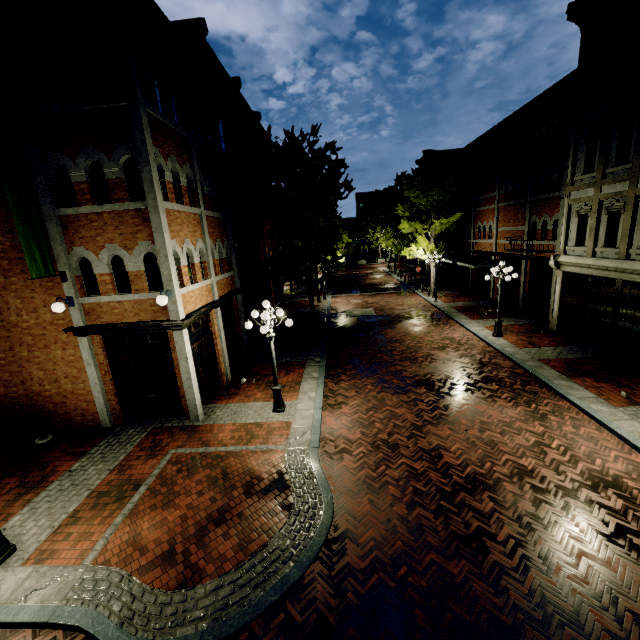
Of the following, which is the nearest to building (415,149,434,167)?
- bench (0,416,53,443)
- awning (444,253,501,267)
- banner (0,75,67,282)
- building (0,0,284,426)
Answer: awning (444,253,501,267)

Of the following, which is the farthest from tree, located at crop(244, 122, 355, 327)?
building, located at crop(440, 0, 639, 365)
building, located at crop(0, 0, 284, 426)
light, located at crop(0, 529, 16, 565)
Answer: light, located at crop(0, 529, 16, 565)

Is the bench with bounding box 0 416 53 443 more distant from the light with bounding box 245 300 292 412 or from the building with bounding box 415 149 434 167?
the building with bounding box 415 149 434 167

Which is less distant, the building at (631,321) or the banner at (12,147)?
the banner at (12,147)

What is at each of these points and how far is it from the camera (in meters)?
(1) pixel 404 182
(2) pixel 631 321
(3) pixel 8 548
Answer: (1) tree, 23.48
(2) building, 11.94
(3) light, 6.09

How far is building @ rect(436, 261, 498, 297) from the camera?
24.3 meters

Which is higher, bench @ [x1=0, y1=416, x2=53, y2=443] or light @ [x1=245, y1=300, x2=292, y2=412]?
bench @ [x1=0, y1=416, x2=53, y2=443]

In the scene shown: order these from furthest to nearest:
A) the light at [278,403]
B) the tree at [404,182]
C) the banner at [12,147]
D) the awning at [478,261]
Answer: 1. the tree at [404,182]
2. the awning at [478,261]
3. the light at [278,403]
4. the banner at [12,147]
